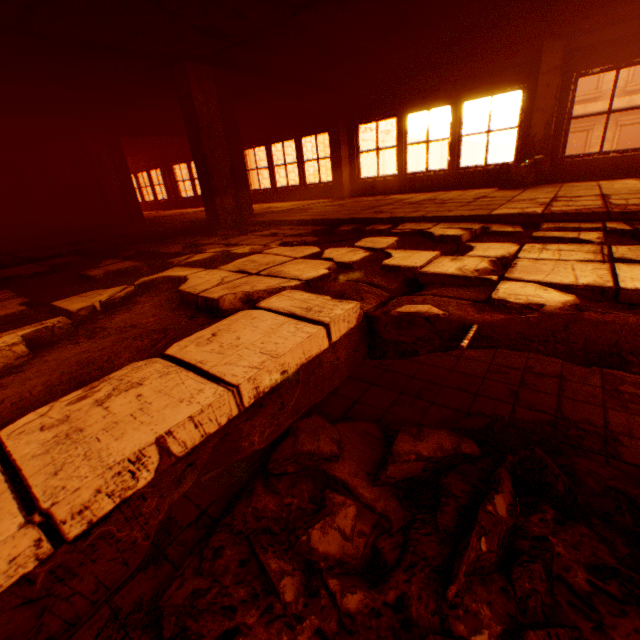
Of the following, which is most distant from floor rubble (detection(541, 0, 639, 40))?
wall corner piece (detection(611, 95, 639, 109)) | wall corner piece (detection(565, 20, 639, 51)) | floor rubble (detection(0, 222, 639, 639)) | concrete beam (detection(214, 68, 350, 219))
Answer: wall corner piece (detection(611, 95, 639, 109))

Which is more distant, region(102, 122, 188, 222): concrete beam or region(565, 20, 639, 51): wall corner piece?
region(102, 122, 188, 222): concrete beam

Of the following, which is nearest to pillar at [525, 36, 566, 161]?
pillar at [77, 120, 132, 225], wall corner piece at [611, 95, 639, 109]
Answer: pillar at [77, 120, 132, 225]

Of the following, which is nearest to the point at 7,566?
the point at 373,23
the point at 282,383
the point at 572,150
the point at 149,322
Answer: the point at 282,383

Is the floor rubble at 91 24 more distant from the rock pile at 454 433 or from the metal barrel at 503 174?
the metal barrel at 503 174

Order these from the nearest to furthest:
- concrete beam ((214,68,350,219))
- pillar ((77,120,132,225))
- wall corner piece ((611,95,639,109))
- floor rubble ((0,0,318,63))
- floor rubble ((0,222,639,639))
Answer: floor rubble ((0,222,639,639)) → floor rubble ((0,0,318,63)) → concrete beam ((214,68,350,219)) → pillar ((77,120,132,225)) → wall corner piece ((611,95,639,109))

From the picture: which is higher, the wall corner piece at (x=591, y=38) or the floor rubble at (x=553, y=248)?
the wall corner piece at (x=591, y=38)

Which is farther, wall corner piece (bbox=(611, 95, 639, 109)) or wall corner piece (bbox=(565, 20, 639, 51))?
wall corner piece (bbox=(611, 95, 639, 109))
